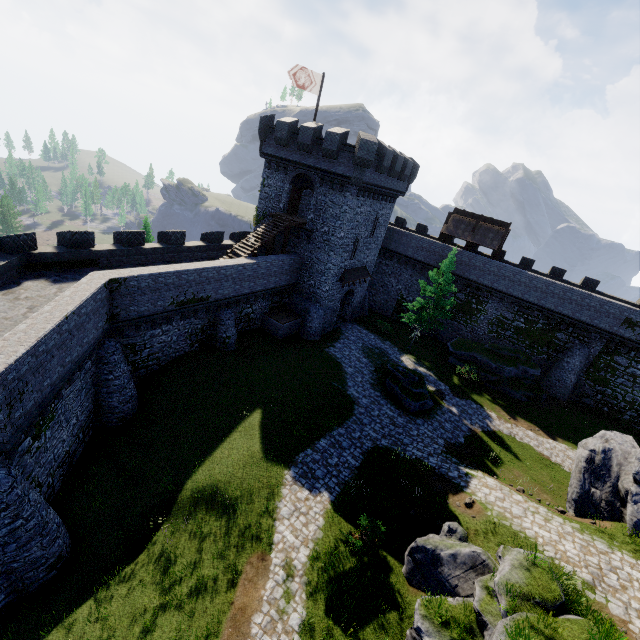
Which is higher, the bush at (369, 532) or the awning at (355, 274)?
the awning at (355, 274)

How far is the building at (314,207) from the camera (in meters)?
24.92

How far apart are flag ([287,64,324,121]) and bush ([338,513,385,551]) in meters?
27.9

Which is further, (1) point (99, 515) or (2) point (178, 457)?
(2) point (178, 457)

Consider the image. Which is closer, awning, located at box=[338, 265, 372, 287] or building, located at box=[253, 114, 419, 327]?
building, located at box=[253, 114, 419, 327]

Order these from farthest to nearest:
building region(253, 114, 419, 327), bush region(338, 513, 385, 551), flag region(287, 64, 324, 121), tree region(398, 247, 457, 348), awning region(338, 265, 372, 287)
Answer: awning region(338, 265, 372, 287), tree region(398, 247, 457, 348), building region(253, 114, 419, 327), flag region(287, 64, 324, 121), bush region(338, 513, 385, 551)

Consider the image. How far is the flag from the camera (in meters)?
24.14

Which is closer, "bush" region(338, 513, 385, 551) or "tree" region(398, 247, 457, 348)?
"bush" region(338, 513, 385, 551)
